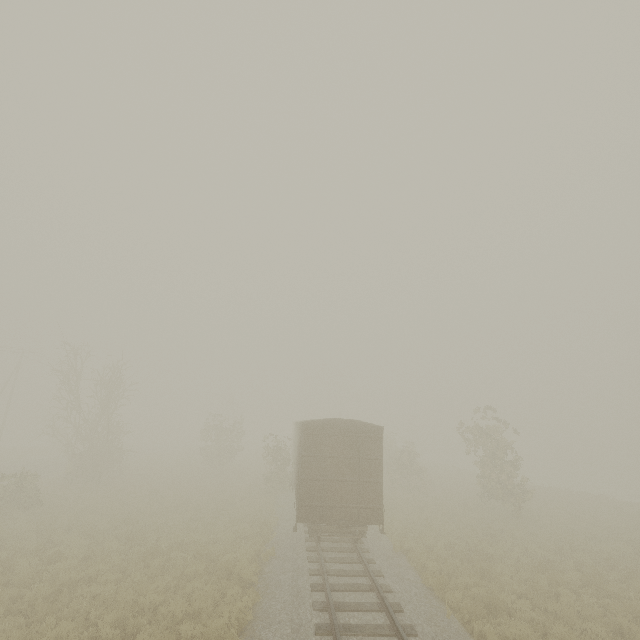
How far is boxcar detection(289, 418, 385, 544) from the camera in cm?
1252

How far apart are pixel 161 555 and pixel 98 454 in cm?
1500

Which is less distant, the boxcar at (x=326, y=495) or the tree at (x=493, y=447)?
the boxcar at (x=326, y=495)

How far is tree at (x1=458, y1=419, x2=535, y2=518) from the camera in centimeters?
2014cm

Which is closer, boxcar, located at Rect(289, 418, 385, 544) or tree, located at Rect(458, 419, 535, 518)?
boxcar, located at Rect(289, 418, 385, 544)

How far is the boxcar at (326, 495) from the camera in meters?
12.5
